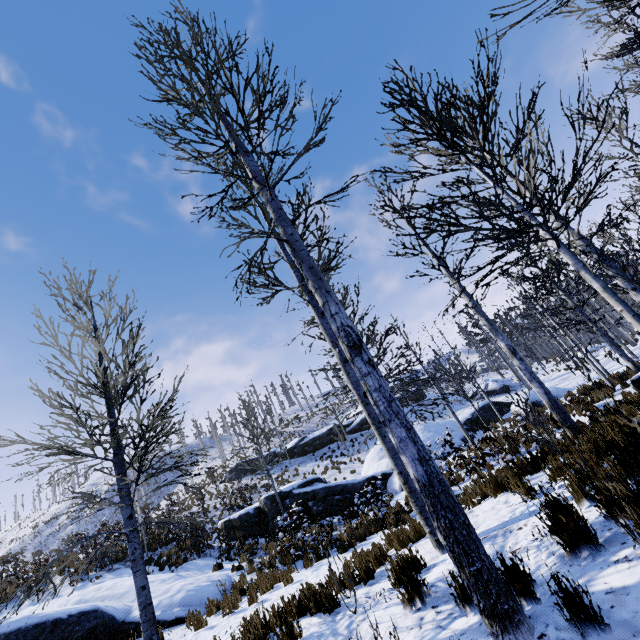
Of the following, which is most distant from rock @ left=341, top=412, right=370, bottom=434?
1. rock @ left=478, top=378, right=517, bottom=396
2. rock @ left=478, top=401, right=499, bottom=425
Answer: rock @ left=478, top=401, right=499, bottom=425

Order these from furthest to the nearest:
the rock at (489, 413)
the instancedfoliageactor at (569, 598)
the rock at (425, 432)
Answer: the rock at (489, 413) → the rock at (425, 432) → the instancedfoliageactor at (569, 598)

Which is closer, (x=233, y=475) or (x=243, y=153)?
(x=243, y=153)

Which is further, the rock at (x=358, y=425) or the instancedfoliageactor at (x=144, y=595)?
the rock at (x=358, y=425)

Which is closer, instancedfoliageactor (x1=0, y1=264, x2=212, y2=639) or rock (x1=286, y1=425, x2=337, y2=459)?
instancedfoliageactor (x1=0, y1=264, x2=212, y2=639)

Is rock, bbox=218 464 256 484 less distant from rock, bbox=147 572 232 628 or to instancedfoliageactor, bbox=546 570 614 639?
instancedfoliageactor, bbox=546 570 614 639

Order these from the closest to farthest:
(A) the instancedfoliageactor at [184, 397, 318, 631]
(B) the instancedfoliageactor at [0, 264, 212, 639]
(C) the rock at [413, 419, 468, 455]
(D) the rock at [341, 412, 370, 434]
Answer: (B) the instancedfoliageactor at [0, 264, 212, 639] → (A) the instancedfoliageactor at [184, 397, 318, 631] → (C) the rock at [413, 419, 468, 455] → (D) the rock at [341, 412, 370, 434]

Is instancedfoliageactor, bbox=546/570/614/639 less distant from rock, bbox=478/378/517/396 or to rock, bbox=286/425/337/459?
rock, bbox=478/378/517/396
